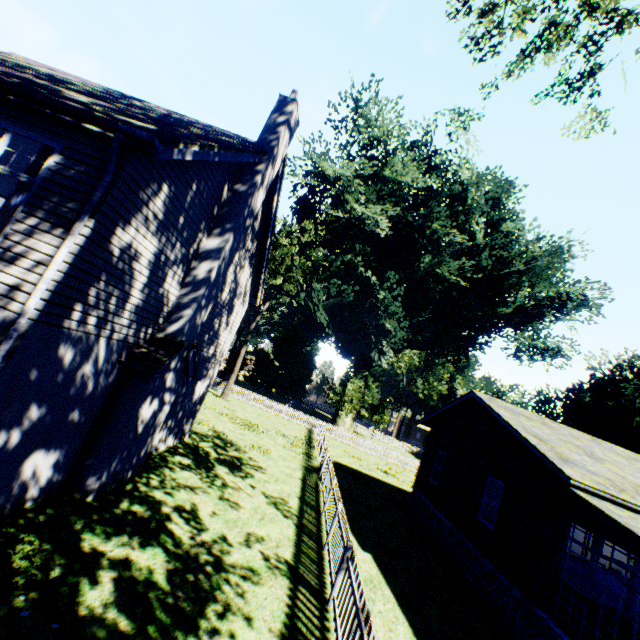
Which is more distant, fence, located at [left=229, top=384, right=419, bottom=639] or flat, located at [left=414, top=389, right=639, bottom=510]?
flat, located at [left=414, top=389, right=639, bottom=510]

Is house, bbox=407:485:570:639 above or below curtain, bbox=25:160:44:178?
below

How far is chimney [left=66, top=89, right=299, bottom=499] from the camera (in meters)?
7.45

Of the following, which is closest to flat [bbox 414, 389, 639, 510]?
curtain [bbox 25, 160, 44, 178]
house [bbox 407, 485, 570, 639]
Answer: house [bbox 407, 485, 570, 639]

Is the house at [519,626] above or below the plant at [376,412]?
below

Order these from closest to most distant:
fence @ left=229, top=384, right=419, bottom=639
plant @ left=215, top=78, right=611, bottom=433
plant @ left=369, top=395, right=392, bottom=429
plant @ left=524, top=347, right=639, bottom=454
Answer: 1. fence @ left=229, top=384, right=419, bottom=639
2. plant @ left=215, top=78, right=611, bottom=433
3. plant @ left=524, top=347, right=639, bottom=454
4. plant @ left=369, top=395, right=392, bottom=429

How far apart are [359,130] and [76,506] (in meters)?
37.33

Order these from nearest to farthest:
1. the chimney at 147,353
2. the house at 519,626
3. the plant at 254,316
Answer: the chimney at 147,353
the house at 519,626
the plant at 254,316
